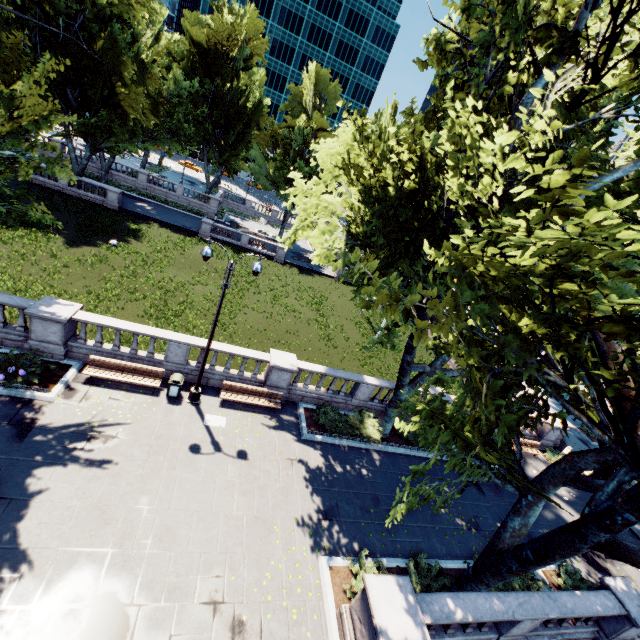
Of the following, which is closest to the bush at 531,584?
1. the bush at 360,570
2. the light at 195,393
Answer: the bush at 360,570

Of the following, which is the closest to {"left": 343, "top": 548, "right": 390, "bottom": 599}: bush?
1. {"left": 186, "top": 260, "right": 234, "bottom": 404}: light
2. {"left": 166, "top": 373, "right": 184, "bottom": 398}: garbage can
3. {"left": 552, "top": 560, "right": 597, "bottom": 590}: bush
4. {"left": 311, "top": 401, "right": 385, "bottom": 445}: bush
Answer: {"left": 311, "top": 401, "right": 385, "bottom": 445}: bush

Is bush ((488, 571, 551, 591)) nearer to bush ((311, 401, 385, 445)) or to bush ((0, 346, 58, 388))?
bush ((311, 401, 385, 445))

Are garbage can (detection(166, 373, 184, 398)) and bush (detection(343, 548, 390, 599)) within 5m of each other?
no

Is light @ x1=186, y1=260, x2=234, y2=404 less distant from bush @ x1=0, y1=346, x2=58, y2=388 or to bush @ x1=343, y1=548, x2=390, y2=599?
bush @ x1=0, y1=346, x2=58, y2=388

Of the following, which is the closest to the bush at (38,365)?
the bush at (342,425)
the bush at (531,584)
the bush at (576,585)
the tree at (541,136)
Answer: the tree at (541,136)

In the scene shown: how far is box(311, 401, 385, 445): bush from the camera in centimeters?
1622cm

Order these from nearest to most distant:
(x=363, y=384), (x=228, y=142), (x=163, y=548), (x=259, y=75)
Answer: (x=163, y=548), (x=363, y=384), (x=228, y=142), (x=259, y=75)
